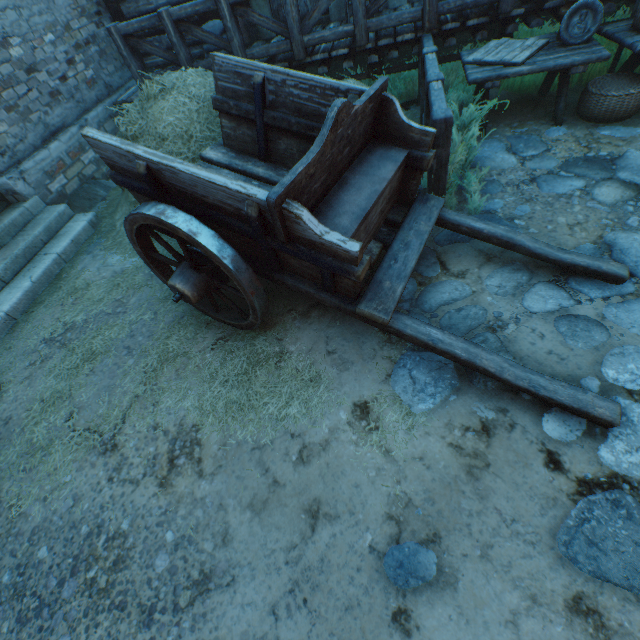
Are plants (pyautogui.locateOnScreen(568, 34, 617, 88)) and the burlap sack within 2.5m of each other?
no

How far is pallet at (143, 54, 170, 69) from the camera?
7.0 meters

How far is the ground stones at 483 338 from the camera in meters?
2.5 m

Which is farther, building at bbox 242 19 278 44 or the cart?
building at bbox 242 19 278 44

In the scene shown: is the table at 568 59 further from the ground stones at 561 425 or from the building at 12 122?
the building at 12 122

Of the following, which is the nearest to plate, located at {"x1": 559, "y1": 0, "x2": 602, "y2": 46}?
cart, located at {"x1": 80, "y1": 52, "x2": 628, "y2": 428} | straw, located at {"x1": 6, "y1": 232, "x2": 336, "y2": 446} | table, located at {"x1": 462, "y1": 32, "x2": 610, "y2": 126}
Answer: table, located at {"x1": 462, "y1": 32, "x2": 610, "y2": 126}

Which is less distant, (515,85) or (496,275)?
(496,275)

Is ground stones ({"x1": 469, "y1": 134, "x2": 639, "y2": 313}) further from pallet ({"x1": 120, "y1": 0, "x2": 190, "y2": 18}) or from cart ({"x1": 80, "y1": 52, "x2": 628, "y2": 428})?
pallet ({"x1": 120, "y1": 0, "x2": 190, "y2": 18})
